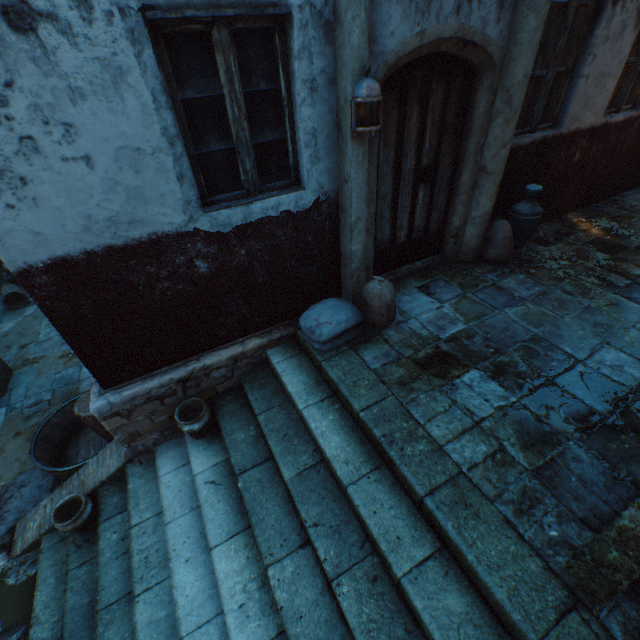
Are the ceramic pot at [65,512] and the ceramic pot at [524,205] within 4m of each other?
no

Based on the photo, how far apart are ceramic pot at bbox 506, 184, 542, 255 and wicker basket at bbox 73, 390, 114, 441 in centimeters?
623cm

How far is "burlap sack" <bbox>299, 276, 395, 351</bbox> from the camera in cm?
341

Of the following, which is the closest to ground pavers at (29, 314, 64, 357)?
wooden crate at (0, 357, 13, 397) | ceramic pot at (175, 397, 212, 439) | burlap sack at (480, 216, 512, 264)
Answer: wooden crate at (0, 357, 13, 397)

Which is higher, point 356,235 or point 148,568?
point 356,235

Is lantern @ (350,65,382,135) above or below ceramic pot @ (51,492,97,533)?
above

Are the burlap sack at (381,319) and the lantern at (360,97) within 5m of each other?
yes

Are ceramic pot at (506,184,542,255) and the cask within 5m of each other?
no
